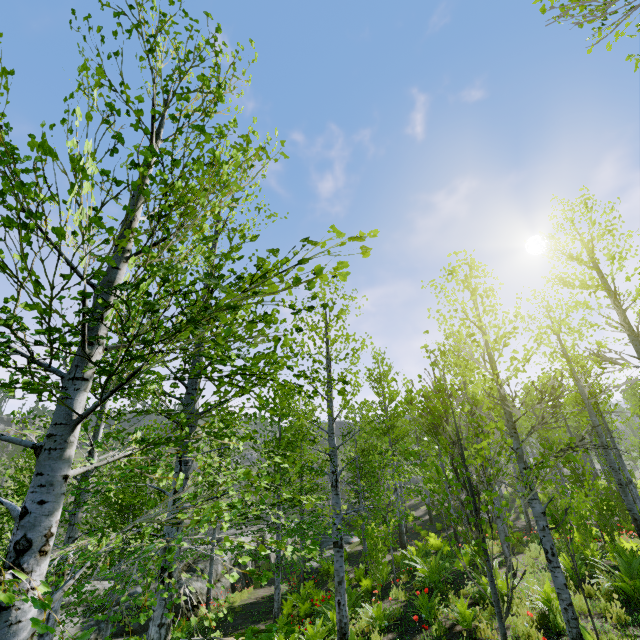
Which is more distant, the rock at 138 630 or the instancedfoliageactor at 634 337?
the rock at 138 630

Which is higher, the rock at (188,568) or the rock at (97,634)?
the rock at (188,568)

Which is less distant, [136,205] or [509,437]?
[136,205]

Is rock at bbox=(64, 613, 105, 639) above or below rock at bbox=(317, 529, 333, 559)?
below

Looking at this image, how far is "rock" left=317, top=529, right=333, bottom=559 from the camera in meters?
20.4

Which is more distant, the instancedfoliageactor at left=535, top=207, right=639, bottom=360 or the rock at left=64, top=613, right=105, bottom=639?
the rock at left=64, top=613, right=105, bottom=639

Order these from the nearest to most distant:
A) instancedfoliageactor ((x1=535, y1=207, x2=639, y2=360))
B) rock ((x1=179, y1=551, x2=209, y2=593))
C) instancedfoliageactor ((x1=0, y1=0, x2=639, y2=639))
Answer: instancedfoliageactor ((x1=0, y1=0, x2=639, y2=639)) → instancedfoliageactor ((x1=535, y1=207, x2=639, y2=360)) → rock ((x1=179, y1=551, x2=209, y2=593))

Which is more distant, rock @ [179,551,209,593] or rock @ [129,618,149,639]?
rock @ [179,551,209,593]
